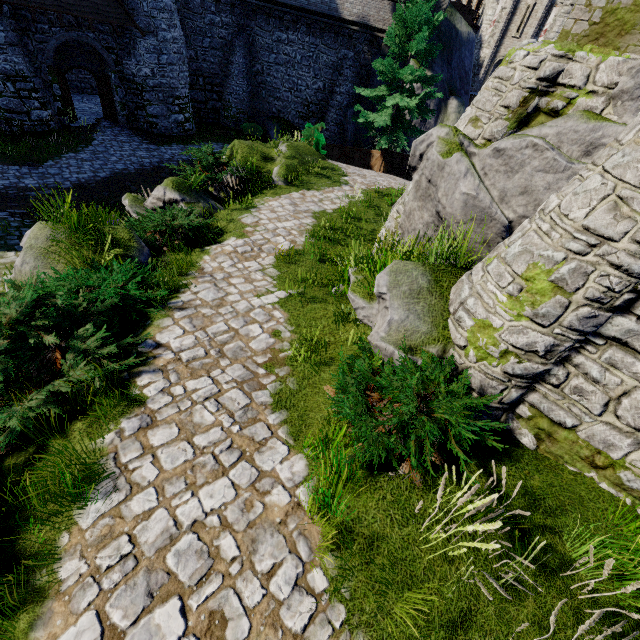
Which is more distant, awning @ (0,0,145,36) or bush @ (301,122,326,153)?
bush @ (301,122,326,153)

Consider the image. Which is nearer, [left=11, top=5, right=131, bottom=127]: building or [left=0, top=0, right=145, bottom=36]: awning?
[left=0, top=0, right=145, bottom=36]: awning

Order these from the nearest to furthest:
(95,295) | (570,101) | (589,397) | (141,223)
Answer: (589,397)
(95,295)
(570,101)
(141,223)

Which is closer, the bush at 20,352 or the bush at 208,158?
the bush at 20,352

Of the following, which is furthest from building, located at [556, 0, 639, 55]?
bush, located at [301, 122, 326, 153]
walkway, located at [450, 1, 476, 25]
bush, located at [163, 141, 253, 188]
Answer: walkway, located at [450, 1, 476, 25]

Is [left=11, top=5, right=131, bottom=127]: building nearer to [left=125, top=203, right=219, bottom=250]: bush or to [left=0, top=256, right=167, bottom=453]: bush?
[left=125, top=203, right=219, bottom=250]: bush

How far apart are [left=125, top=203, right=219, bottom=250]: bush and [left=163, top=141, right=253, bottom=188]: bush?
2.2 meters

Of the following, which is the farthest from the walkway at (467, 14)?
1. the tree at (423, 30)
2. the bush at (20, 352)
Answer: the bush at (20, 352)
